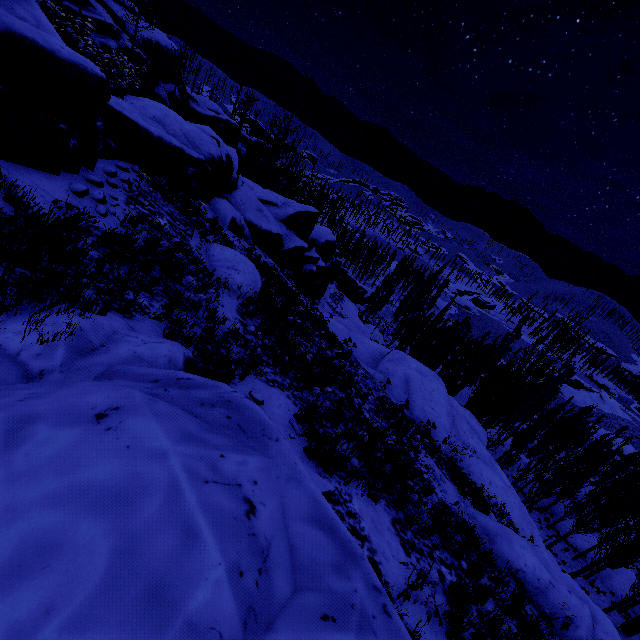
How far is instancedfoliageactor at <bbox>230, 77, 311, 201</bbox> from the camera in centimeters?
2945cm

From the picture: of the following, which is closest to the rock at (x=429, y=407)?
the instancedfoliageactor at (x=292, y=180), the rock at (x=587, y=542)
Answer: the instancedfoliageactor at (x=292, y=180)

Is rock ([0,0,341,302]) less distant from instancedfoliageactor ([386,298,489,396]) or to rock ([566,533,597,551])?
instancedfoliageactor ([386,298,489,396])

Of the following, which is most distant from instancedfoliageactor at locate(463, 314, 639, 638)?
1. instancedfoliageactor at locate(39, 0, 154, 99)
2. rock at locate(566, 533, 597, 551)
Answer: instancedfoliageactor at locate(39, 0, 154, 99)

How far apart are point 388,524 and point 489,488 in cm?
1480

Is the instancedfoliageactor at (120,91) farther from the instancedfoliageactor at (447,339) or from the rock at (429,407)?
the instancedfoliageactor at (447,339)

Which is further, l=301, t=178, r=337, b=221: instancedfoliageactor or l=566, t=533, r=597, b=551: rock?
l=301, t=178, r=337, b=221: instancedfoliageactor

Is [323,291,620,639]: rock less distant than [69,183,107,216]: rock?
No
